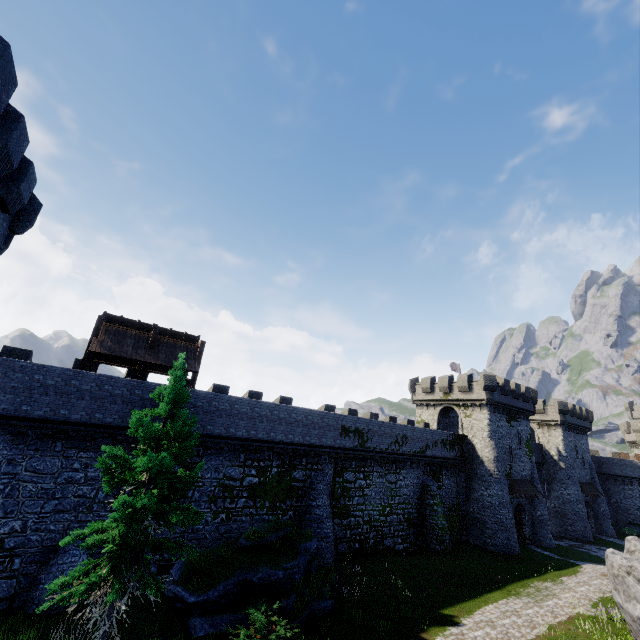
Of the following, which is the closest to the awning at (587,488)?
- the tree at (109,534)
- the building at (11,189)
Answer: the tree at (109,534)

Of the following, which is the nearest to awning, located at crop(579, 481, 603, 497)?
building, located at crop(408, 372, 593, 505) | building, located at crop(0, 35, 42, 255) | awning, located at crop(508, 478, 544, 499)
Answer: building, located at crop(408, 372, 593, 505)

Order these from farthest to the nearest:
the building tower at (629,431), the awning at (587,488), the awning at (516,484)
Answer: the building tower at (629,431) → the awning at (587,488) → the awning at (516,484)

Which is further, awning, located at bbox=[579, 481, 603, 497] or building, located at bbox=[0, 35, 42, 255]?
awning, located at bbox=[579, 481, 603, 497]

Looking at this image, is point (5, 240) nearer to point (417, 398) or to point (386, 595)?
point (386, 595)

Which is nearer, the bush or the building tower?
the bush

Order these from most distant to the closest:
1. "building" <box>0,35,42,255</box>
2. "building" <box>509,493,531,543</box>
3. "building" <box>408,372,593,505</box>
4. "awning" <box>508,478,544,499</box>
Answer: "building" <box>408,372,593,505</box> → "building" <box>509,493,531,543</box> → "awning" <box>508,478,544,499</box> → "building" <box>0,35,42,255</box>

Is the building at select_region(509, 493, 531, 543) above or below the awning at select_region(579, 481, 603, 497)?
below
